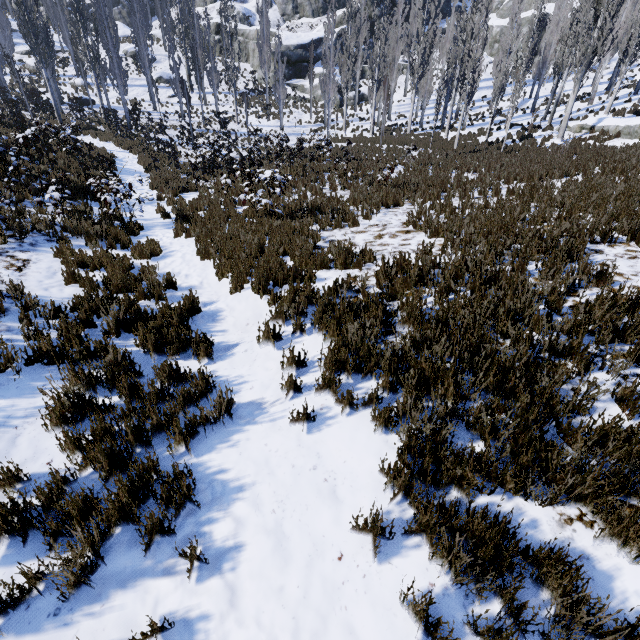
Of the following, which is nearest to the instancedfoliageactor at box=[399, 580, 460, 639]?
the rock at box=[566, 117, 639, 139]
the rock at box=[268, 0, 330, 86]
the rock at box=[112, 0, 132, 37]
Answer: the rock at box=[566, 117, 639, 139]

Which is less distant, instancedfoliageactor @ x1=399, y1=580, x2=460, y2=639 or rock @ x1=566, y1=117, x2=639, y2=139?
instancedfoliageactor @ x1=399, y1=580, x2=460, y2=639

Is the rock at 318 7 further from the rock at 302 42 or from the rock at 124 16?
the rock at 302 42

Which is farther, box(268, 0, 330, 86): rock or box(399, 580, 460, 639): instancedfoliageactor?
box(268, 0, 330, 86): rock

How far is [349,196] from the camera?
10.64m

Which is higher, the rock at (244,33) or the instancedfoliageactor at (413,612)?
the rock at (244,33)

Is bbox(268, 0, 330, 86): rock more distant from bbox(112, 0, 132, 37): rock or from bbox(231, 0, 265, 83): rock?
bbox(231, 0, 265, 83): rock

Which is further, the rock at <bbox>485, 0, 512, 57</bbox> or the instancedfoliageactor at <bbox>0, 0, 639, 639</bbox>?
the rock at <bbox>485, 0, 512, 57</bbox>
